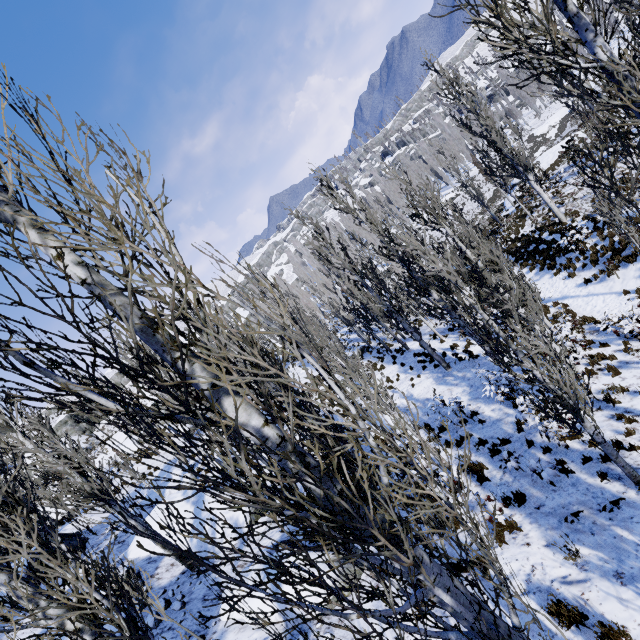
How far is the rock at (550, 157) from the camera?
30.2 meters

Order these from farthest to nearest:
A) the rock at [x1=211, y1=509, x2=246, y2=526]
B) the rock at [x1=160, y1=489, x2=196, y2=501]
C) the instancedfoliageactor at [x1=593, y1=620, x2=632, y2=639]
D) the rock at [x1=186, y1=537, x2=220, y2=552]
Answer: the rock at [x1=160, y1=489, x2=196, y2=501] → the rock at [x1=211, y1=509, x2=246, y2=526] → the rock at [x1=186, y1=537, x2=220, y2=552] → the instancedfoliageactor at [x1=593, y1=620, x2=632, y2=639]

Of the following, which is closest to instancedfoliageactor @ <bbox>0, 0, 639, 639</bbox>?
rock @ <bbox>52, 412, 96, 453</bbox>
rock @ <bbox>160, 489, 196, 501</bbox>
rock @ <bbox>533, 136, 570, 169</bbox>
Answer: rock @ <bbox>160, 489, 196, 501</bbox>

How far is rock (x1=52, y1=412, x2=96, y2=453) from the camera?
44.8 meters

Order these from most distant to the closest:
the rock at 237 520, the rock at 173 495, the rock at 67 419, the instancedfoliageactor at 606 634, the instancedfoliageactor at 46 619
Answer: the rock at 67 419, the rock at 173 495, the rock at 237 520, the instancedfoliageactor at 606 634, the instancedfoliageactor at 46 619

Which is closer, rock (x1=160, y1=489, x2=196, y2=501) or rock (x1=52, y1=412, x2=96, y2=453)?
rock (x1=160, y1=489, x2=196, y2=501)

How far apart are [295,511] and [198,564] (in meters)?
11.18

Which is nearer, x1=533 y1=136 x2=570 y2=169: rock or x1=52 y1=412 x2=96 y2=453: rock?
x1=533 y1=136 x2=570 y2=169: rock
